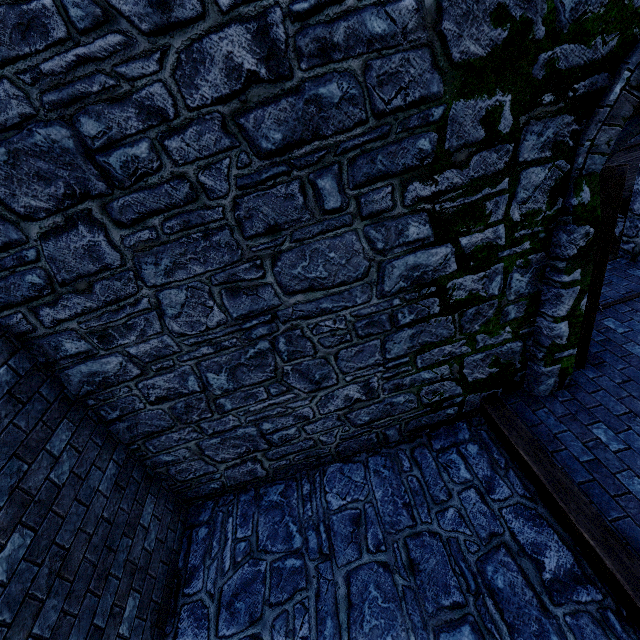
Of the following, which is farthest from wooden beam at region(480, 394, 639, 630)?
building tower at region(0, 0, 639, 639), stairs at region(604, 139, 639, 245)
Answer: stairs at region(604, 139, 639, 245)

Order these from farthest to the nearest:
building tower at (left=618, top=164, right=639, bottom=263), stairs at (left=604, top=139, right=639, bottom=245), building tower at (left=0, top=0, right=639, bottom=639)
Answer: stairs at (left=604, top=139, right=639, bottom=245), building tower at (left=618, top=164, right=639, bottom=263), building tower at (left=0, top=0, right=639, bottom=639)

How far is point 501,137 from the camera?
2.71m

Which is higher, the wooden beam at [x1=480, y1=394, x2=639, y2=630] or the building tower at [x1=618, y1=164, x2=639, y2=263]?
the building tower at [x1=618, y1=164, x2=639, y2=263]

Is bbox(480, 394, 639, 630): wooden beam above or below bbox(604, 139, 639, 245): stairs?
below

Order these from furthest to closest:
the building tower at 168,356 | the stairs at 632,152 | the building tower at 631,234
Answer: the stairs at 632,152, the building tower at 631,234, the building tower at 168,356

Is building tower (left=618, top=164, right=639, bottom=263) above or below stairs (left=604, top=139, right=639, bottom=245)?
below

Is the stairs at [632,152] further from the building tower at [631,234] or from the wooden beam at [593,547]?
the wooden beam at [593,547]
